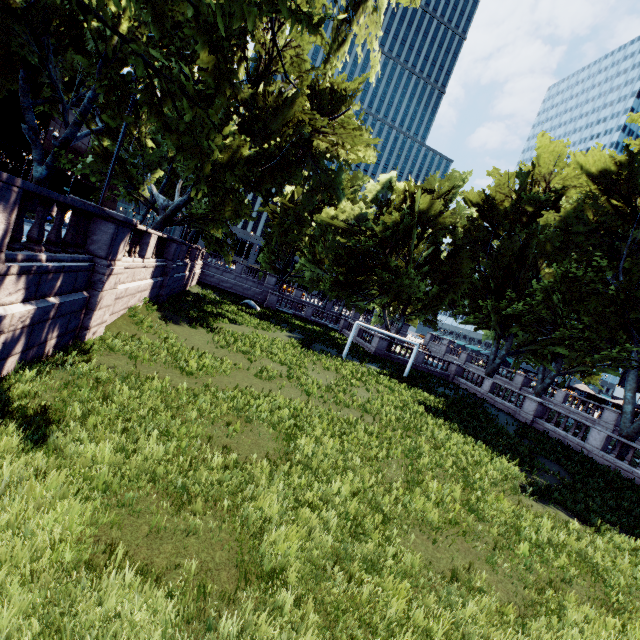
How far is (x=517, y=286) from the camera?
29.23m
